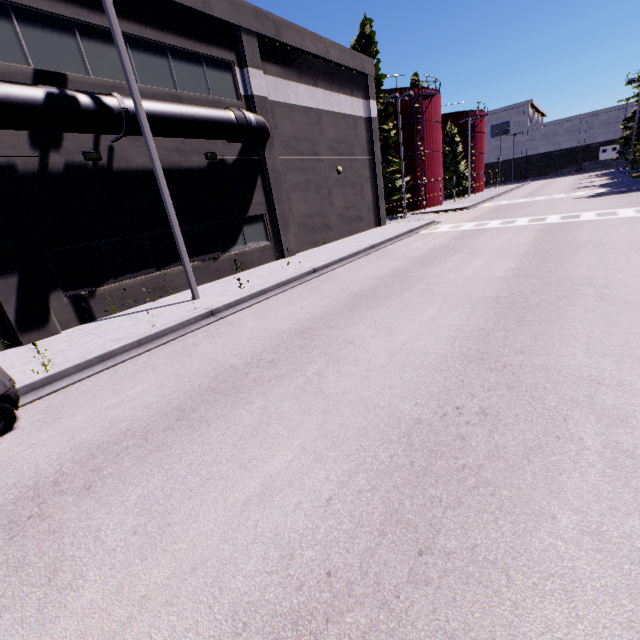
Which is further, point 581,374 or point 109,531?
point 581,374

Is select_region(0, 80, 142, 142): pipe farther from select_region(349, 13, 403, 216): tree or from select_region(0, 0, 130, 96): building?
select_region(349, 13, 403, 216): tree

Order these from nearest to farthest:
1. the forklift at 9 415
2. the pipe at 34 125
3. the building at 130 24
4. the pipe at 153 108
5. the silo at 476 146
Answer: the forklift at 9 415 < the pipe at 34 125 < the pipe at 153 108 < the building at 130 24 < the silo at 476 146

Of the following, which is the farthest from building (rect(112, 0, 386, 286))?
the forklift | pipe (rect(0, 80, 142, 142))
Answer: the forklift

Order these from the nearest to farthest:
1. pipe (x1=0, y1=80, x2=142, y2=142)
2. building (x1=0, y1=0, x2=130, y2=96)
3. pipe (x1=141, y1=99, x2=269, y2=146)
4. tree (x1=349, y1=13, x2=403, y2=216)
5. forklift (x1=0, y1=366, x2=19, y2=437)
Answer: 1. forklift (x1=0, y1=366, x2=19, y2=437)
2. pipe (x1=0, y1=80, x2=142, y2=142)
3. building (x1=0, y1=0, x2=130, y2=96)
4. pipe (x1=141, y1=99, x2=269, y2=146)
5. tree (x1=349, y1=13, x2=403, y2=216)

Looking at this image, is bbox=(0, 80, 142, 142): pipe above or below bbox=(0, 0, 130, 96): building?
below

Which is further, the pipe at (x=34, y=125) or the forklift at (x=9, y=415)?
the pipe at (x=34, y=125)
